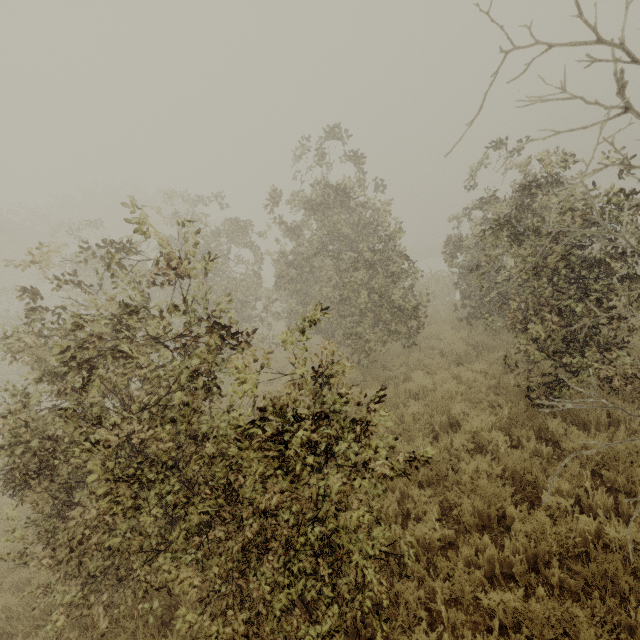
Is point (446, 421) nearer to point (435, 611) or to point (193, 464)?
point (435, 611)
